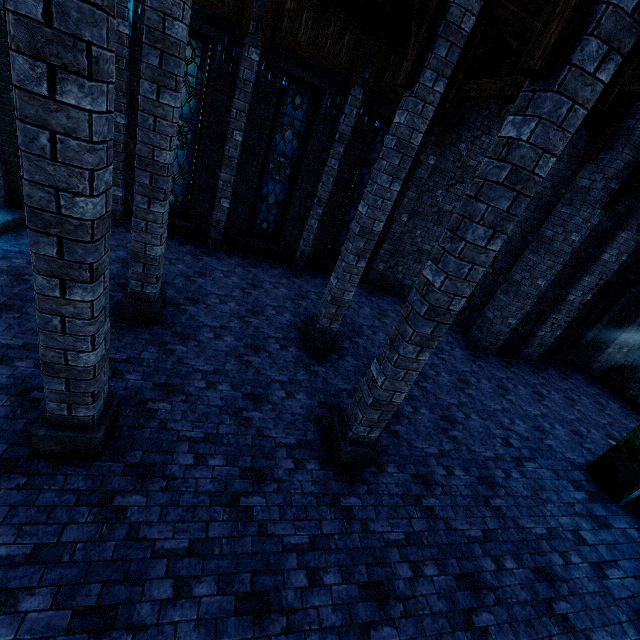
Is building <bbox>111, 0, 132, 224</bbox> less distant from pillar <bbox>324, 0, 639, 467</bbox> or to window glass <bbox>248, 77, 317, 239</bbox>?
pillar <bbox>324, 0, 639, 467</bbox>

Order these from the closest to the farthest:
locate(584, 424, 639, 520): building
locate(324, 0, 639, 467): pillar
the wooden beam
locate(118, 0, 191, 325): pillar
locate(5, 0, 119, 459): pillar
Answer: locate(5, 0, 119, 459): pillar → locate(324, 0, 639, 467): pillar → locate(118, 0, 191, 325): pillar → locate(584, 424, 639, 520): building → the wooden beam

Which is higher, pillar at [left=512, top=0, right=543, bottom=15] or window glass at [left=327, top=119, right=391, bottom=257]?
pillar at [left=512, top=0, right=543, bottom=15]

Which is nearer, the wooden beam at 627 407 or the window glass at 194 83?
the window glass at 194 83

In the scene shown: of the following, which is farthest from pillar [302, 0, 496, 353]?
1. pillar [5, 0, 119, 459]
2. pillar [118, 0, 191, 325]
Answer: pillar [5, 0, 119, 459]

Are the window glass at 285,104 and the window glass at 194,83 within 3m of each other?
yes

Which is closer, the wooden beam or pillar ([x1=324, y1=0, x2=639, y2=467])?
pillar ([x1=324, y1=0, x2=639, y2=467])

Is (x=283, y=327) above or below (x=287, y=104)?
below
